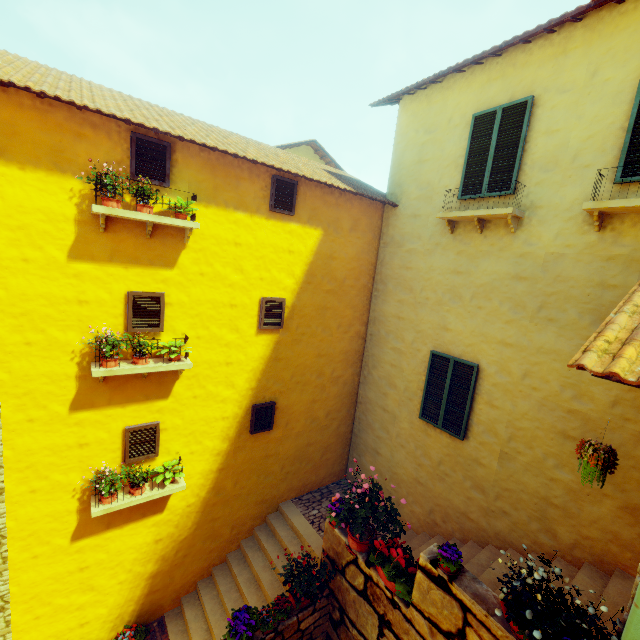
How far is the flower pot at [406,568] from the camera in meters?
4.9 m

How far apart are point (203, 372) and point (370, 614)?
5.1 meters

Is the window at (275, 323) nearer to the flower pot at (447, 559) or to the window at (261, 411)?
the window at (261, 411)

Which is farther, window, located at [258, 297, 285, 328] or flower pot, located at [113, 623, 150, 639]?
window, located at [258, 297, 285, 328]

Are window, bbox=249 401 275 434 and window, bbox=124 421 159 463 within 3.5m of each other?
yes

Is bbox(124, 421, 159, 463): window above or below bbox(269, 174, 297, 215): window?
below

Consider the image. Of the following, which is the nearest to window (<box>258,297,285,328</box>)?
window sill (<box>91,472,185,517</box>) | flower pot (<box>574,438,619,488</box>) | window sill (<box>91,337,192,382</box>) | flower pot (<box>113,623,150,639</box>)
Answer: window sill (<box>91,337,192,382</box>)

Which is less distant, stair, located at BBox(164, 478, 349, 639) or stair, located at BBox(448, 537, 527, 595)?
stair, located at BBox(448, 537, 527, 595)
